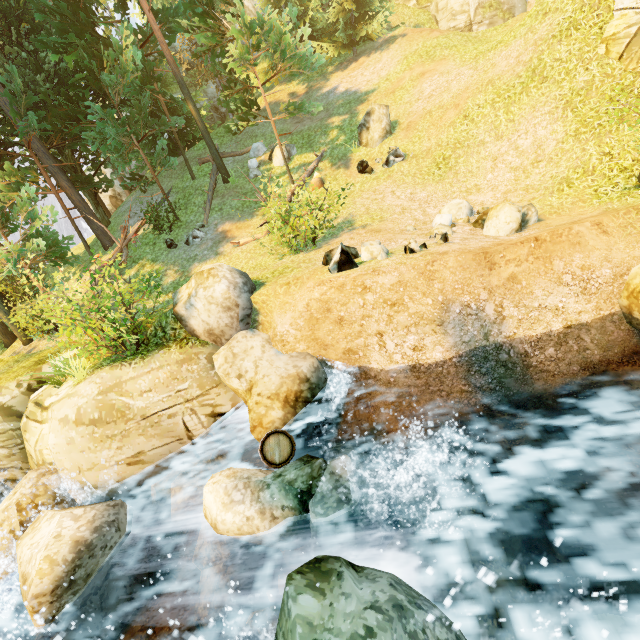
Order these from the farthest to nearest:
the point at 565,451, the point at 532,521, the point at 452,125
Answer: the point at 452,125
the point at 565,451
the point at 532,521

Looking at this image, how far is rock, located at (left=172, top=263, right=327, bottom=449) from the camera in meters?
7.0 m

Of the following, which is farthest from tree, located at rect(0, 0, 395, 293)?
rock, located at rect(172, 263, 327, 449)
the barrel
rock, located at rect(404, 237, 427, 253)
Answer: rock, located at rect(404, 237, 427, 253)

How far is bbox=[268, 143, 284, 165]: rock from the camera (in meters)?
16.34

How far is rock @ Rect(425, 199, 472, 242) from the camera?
7.8m

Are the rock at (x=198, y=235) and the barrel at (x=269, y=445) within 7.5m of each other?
no

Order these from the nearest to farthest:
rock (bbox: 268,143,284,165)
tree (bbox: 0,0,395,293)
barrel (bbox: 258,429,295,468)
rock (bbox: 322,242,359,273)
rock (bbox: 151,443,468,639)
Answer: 1. rock (bbox: 151,443,468,639)
2. barrel (bbox: 258,429,295,468)
3. rock (bbox: 322,242,359,273)
4. tree (bbox: 0,0,395,293)
5. rock (bbox: 268,143,284,165)

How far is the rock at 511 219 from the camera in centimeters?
835cm
